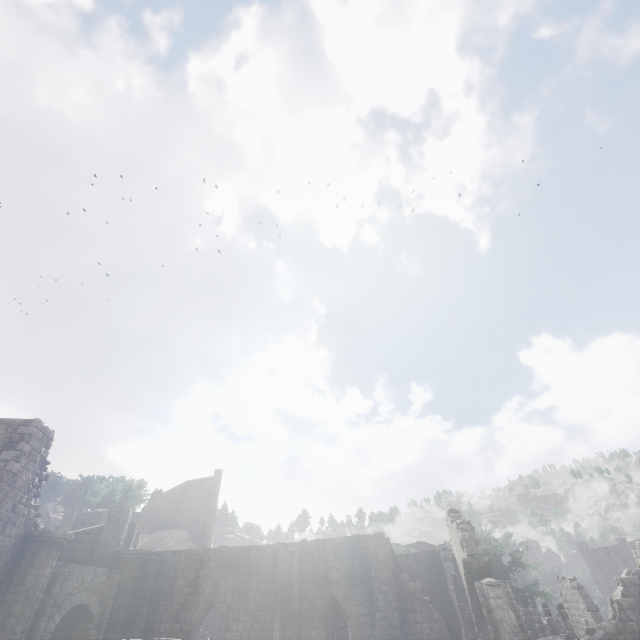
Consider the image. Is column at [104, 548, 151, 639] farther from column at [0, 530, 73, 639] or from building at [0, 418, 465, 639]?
column at [0, 530, 73, 639]

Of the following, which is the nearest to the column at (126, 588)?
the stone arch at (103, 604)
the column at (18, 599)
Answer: the stone arch at (103, 604)

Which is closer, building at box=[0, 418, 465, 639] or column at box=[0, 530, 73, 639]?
column at box=[0, 530, 73, 639]

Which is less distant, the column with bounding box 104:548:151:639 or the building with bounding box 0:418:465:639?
the building with bounding box 0:418:465:639

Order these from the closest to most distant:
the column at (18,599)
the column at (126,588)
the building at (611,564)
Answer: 1. the column at (18,599)
2. the building at (611,564)
3. the column at (126,588)

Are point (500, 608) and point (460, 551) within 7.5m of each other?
yes

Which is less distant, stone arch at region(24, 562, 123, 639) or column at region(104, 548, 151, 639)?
stone arch at region(24, 562, 123, 639)

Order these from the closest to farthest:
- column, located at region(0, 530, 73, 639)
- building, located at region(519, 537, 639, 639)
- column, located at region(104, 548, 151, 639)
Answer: column, located at region(0, 530, 73, 639)
building, located at region(519, 537, 639, 639)
column, located at region(104, 548, 151, 639)
